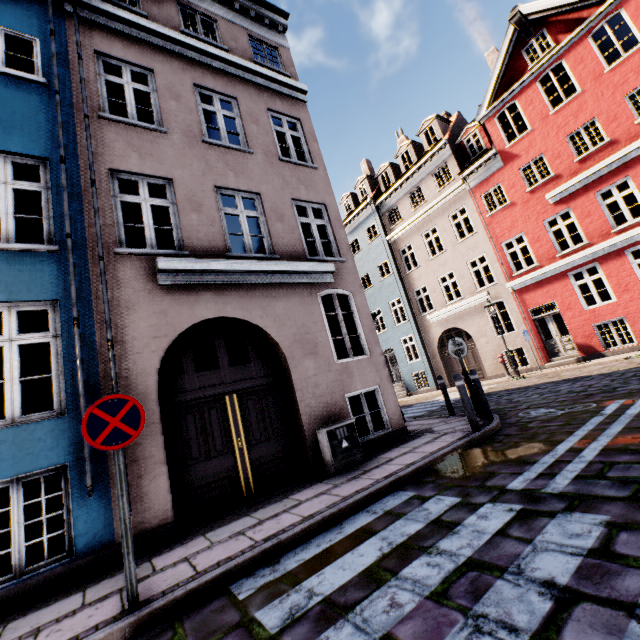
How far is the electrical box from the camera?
5.9m

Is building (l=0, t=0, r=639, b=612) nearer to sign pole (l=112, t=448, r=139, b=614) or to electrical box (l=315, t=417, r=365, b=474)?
electrical box (l=315, t=417, r=365, b=474)

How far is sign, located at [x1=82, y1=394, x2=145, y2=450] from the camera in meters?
3.1

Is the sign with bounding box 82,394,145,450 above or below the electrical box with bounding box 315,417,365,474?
above

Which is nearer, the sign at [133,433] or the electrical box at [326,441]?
the sign at [133,433]

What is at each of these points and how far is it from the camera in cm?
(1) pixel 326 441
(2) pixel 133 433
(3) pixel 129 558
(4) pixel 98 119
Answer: (1) electrical box, 598
(2) sign, 329
(3) sign pole, 298
(4) building, 629

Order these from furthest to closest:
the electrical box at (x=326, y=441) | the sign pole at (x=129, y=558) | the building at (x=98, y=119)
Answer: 1. the electrical box at (x=326, y=441)
2. the building at (x=98, y=119)
3. the sign pole at (x=129, y=558)

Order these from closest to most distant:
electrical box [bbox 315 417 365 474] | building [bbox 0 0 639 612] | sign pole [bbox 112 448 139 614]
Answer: sign pole [bbox 112 448 139 614] < building [bbox 0 0 639 612] < electrical box [bbox 315 417 365 474]
